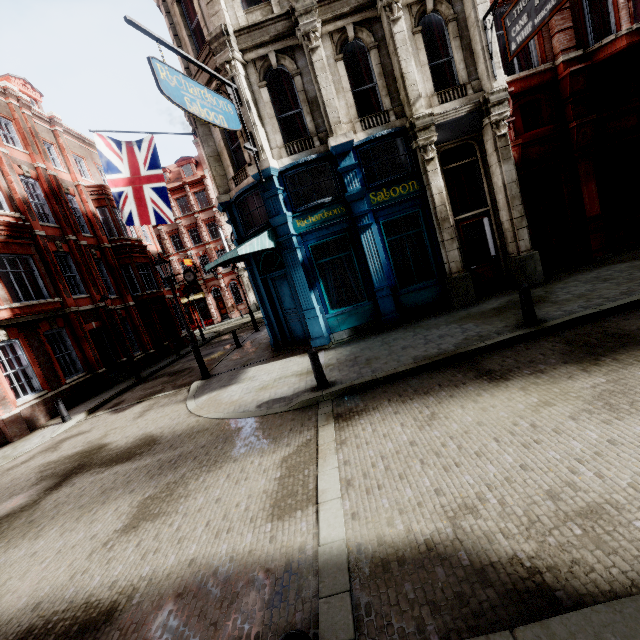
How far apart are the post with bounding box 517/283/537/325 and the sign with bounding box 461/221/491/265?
4.3m

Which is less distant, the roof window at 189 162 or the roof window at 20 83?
the roof window at 20 83

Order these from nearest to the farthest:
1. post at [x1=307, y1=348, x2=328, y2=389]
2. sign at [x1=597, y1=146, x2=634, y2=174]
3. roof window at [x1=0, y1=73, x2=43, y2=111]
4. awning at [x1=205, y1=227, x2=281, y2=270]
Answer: post at [x1=307, y1=348, x2=328, y2=389] < awning at [x1=205, y1=227, x2=281, y2=270] < sign at [x1=597, y1=146, x2=634, y2=174] < roof window at [x1=0, y1=73, x2=43, y2=111]

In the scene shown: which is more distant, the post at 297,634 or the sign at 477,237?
the sign at 477,237

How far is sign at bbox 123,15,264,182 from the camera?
6.8 meters

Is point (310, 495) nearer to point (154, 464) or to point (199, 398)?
point (154, 464)

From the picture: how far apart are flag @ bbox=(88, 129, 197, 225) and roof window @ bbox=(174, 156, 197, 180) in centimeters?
3403cm

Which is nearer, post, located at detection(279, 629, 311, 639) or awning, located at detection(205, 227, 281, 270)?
post, located at detection(279, 629, 311, 639)
